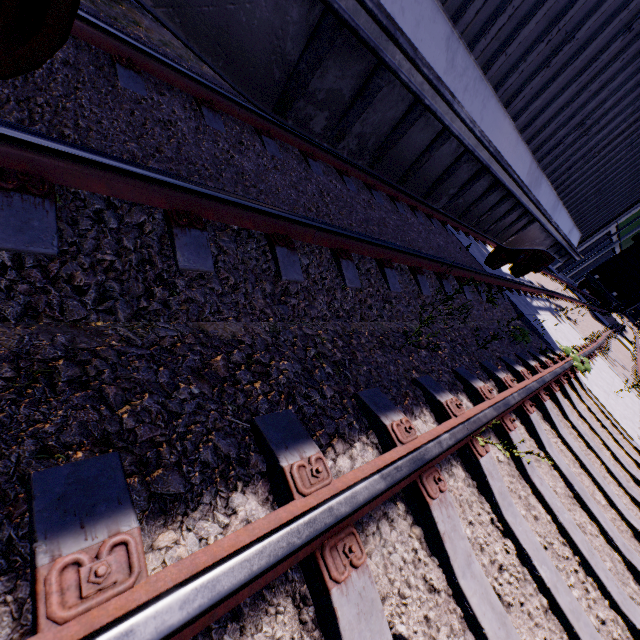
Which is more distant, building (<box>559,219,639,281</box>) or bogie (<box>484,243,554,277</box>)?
building (<box>559,219,639,281</box>)

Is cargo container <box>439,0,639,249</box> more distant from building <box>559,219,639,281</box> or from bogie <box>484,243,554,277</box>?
building <box>559,219,639,281</box>

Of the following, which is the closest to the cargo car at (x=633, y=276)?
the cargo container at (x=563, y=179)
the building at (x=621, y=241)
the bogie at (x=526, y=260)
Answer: the cargo container at (x=563, y=179)

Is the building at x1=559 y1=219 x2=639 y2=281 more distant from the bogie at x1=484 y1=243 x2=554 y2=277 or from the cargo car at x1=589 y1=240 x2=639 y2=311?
the bogie at x1=484 y1=243 x2=554 y2=277

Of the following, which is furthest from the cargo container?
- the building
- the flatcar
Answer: the building

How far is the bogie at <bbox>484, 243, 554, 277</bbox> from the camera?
6.3 meters

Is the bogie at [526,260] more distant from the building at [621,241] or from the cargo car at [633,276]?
the cargo car at [633,276]

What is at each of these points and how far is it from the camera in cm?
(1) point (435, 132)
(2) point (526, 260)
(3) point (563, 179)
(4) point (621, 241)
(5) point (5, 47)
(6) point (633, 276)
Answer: (1) flatcar, 259
(2) bogie, 683
(3) cargo container, 452
(4) building, 3039
(5) bogie, 140
(6) cargo car, 2344
